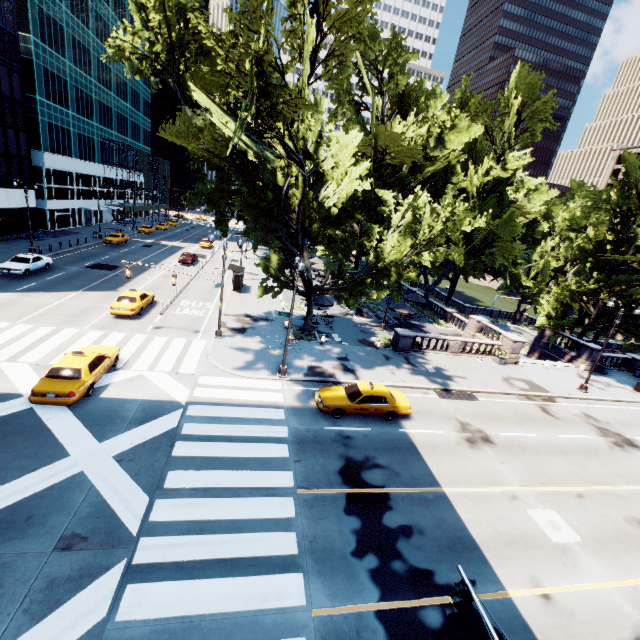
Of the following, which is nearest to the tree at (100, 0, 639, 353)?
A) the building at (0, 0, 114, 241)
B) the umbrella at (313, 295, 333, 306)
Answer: the umbrella at (313, 295, 333, 306)

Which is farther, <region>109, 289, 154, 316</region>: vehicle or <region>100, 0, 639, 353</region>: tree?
<region>109, 289, 154, 316</region>: vehicle

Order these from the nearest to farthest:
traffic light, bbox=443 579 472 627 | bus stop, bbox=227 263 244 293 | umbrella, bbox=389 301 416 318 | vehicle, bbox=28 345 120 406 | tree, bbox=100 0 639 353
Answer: traffic light, bbox=443 579 472 627, tree, bbox=100 0 639 353, vehicle, bbox=28 345 120 406, umbrella, bbox=389 301 416 318, bus stop, bbox=227 263 244 293

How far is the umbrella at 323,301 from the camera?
28.5m

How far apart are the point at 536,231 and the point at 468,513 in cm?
5127

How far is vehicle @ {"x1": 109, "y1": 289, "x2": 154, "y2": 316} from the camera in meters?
23.5 m

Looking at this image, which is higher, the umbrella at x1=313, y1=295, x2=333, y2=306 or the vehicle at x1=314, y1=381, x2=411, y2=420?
the umbrella at x1=313, y1=295, x2=333, y2=306

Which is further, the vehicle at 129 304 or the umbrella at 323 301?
the umbrella at 323 301
